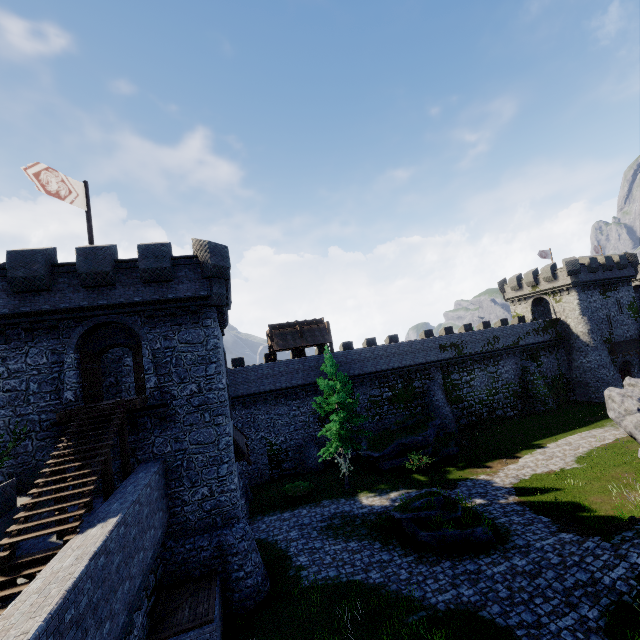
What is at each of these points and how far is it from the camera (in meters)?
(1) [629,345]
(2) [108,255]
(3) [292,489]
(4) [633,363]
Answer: (1) awning, 38.78
(2) building, 14.77
(3) bush, 24.06
(4) building, 39.25

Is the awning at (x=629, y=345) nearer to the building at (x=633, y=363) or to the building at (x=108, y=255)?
the building at (x=633, y=363)

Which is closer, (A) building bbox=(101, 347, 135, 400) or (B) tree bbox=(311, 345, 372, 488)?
(A) building bbox=(101, 347, 135, 400)

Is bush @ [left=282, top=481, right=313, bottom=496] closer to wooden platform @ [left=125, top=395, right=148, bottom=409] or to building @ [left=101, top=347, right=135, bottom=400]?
building @ [left=101, top=347, right=135, bottom=400]

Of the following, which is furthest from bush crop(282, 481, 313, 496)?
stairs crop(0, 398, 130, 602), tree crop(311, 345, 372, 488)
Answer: stairs crop(0, 398, 130, 602)

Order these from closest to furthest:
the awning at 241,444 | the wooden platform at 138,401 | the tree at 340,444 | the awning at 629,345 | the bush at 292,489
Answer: the wooden platform at 138,401 → the awning at 241,444 → the tree at 340,444 → the bush at 292,489 → the awning at 629,345

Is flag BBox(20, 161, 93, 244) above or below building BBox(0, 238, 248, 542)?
above

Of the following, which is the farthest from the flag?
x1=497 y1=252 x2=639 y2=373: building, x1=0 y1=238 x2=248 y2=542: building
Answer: x1=497 y1=252 x2=639 y2=373: building
